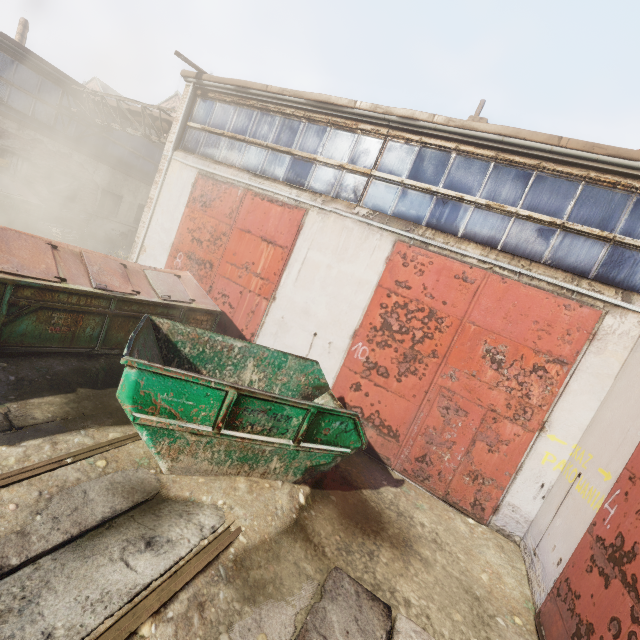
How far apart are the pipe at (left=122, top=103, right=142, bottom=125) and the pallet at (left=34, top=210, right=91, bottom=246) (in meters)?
4.78

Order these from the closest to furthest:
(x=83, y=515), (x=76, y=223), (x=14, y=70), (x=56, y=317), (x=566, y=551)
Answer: (x=83, y=515) < (x=566, y=551) < (x=56, y=317) < (x=14, y=70) < (x=76, y=223)

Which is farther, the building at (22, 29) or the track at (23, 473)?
the building at (22, 29)

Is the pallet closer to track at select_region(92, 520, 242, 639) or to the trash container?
the trash container

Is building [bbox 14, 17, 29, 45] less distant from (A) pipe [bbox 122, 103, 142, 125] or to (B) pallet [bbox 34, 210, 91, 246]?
(A) pipe [bbox 122, 103, 142, 125]

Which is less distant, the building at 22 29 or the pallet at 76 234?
the pallet at 76 234

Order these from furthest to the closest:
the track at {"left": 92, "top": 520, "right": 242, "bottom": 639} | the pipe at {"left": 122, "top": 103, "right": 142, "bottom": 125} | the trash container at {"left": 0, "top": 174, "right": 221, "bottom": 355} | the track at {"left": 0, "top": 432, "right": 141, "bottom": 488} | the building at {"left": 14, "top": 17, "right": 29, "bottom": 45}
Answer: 1. the building at {"left": 14, "top": 17, "right": 29, "bottom": 45}
2. the pipe at {"left": 122, "top": 103, "right": 142, "bottom": 125}
3. the trash container at {"left": 0, "top": 174, "right": 221, "bottom": 355}
4. the track at {"left": 0, "top": 432, "right": 141, "bottom": 488}
5. the track at {"left": 92, "top": 520, "right": 242, "bottom": 639}

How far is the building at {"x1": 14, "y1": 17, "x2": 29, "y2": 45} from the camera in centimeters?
1633cm
